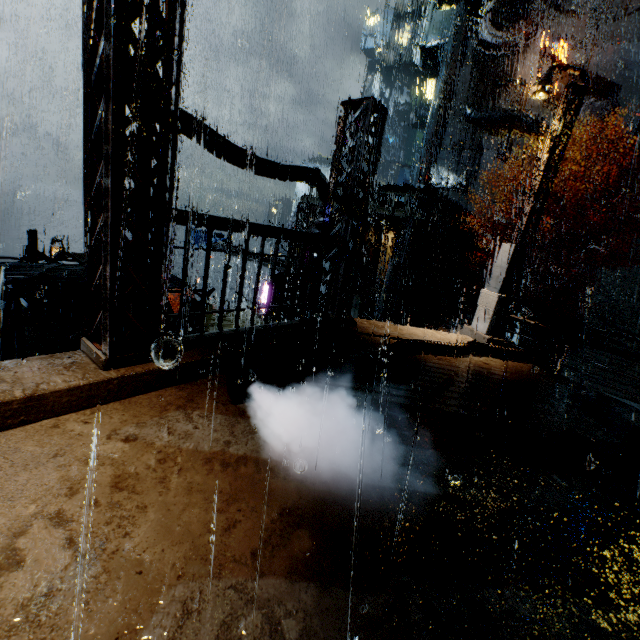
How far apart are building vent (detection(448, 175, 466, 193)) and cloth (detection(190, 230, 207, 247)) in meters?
28.9

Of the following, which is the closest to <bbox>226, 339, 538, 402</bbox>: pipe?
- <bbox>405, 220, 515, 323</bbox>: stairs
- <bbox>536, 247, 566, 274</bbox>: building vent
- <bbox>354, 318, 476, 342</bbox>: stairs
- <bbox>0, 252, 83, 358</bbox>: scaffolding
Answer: <bbox>354, 318, 476, 342</bbox>: stairs

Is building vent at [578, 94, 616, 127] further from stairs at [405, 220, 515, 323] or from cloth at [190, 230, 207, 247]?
cloth at [190, 230, 207, 247]

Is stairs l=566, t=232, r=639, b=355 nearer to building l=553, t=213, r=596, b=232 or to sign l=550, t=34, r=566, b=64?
building l=553, t=213, r=596, b=232

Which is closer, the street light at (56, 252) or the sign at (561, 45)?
the street light at (56, 252)

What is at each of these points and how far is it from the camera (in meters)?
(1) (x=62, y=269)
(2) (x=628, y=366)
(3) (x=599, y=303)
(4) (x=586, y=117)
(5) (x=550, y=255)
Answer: (1) scaffolding, 6.32
(2) stairs, 18.86
(3) stairs, 23.73
(4) building vent, 32.91
(5) building vent, 30.81

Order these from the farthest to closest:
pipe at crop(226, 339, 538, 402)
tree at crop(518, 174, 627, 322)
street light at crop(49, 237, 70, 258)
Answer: street light at crop(49, 237, 70, 258) → tree at crop(518, 174, 627, 322) → pipe at crop(226, 339, 538, 402)

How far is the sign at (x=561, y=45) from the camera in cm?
3049
